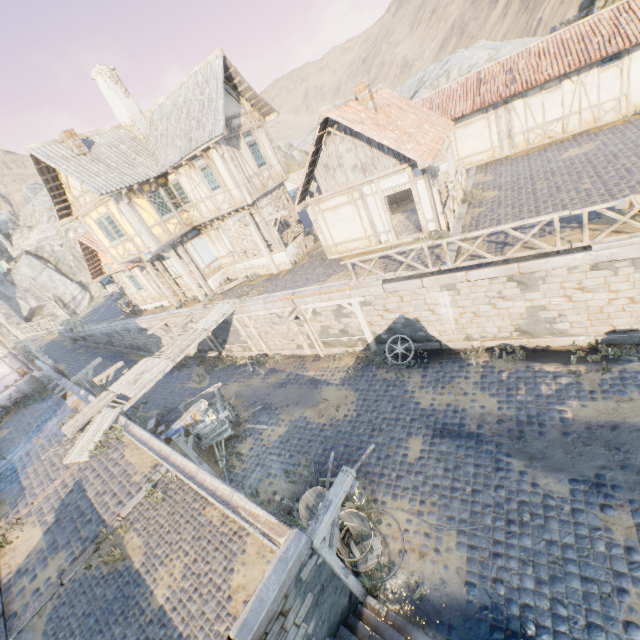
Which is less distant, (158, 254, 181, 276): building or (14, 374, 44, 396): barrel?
(14, 374, 44, 396): barrel

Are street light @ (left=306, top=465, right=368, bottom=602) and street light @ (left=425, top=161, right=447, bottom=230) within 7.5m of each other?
no

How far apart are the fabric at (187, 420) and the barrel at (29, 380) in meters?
13.3 m

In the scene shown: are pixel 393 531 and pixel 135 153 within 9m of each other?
no

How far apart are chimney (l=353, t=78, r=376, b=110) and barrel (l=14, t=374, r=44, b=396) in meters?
22.0 m

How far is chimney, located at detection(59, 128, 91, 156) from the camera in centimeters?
1470cm

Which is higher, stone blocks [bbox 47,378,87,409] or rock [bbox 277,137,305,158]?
rock [bbox 277,137,305,158]

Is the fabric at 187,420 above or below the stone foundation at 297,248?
below
